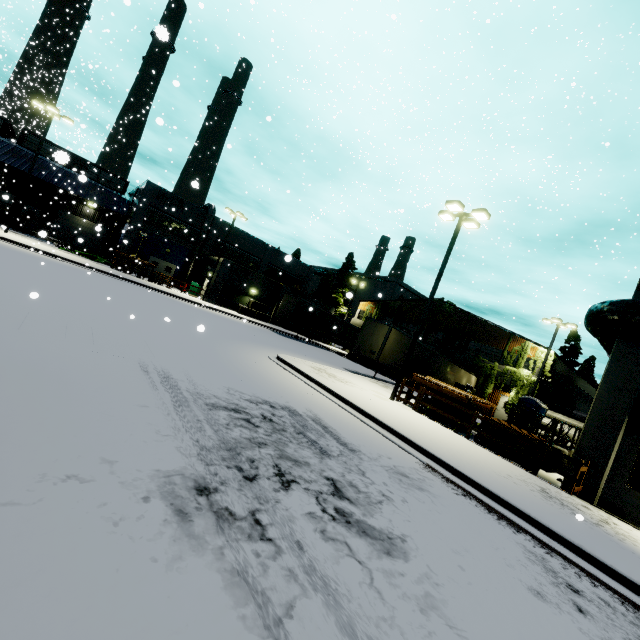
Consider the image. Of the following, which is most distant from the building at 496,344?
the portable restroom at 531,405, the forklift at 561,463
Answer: the portable restroom at 531,405

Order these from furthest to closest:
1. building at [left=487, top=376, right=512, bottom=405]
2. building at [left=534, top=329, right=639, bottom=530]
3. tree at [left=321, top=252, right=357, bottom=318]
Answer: tree at [left=321, top=252, right=357, bottom=318] → building at [left=487, top=376, right=512, bottom=405] → building at [left=534, top=329, right=639, bottom=530]

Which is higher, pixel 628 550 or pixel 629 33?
pixel 629 33

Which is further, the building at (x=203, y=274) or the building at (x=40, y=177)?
the building at (x=203, y=274)

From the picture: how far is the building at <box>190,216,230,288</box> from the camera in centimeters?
3650cm

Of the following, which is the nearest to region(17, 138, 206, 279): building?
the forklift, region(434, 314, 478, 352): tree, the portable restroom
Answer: region(434, 314, 478, 352): tree

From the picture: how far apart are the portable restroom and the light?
13.8m

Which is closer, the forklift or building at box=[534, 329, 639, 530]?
building at box=[534, 329, 639, 530]
